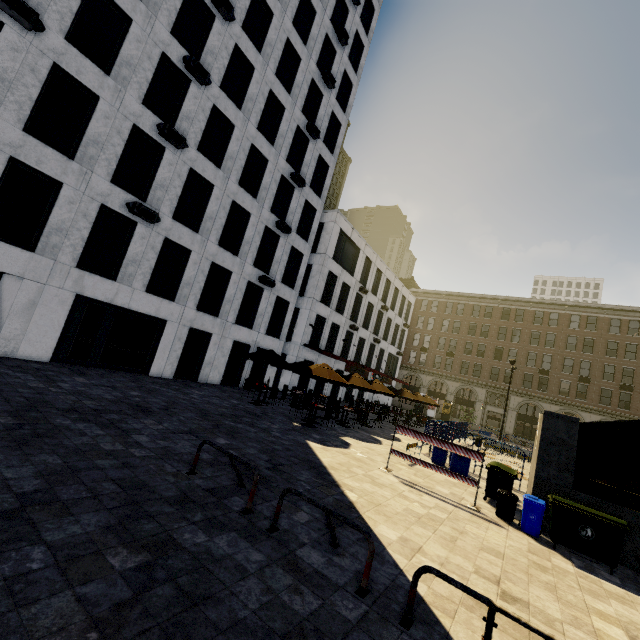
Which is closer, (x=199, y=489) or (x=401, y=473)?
(x=199, y=489)

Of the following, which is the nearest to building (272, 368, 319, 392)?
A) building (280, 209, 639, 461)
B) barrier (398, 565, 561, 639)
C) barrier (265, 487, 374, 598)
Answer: building (280, 209, 639, 461)

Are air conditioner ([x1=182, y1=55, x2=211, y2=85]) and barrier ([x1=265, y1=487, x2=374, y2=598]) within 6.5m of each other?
no

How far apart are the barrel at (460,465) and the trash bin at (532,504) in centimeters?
376cm

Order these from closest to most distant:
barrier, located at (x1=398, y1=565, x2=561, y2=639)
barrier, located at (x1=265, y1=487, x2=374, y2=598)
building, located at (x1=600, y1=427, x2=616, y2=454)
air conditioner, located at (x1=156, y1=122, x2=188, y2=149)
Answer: barrier, located at (x1=398, y1=565, x2=561, y2=639), barrier, located at (x1=265, y1=487, x2=374, y2=598), air conditioner, located at (x1=156, y1=122, x2=188, y2=149), building, located at (x1=600, y1=427, x2=616, y2=454)

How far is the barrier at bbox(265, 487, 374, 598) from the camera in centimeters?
418cm

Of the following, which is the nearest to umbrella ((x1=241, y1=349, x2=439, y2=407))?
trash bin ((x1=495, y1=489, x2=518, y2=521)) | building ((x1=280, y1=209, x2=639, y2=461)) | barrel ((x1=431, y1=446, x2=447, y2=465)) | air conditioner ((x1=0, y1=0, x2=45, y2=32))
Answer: barrel ((x1=431, y1=446, x2=447, y2=465))

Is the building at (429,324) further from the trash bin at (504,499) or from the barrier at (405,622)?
the trash bin at (504,499)
